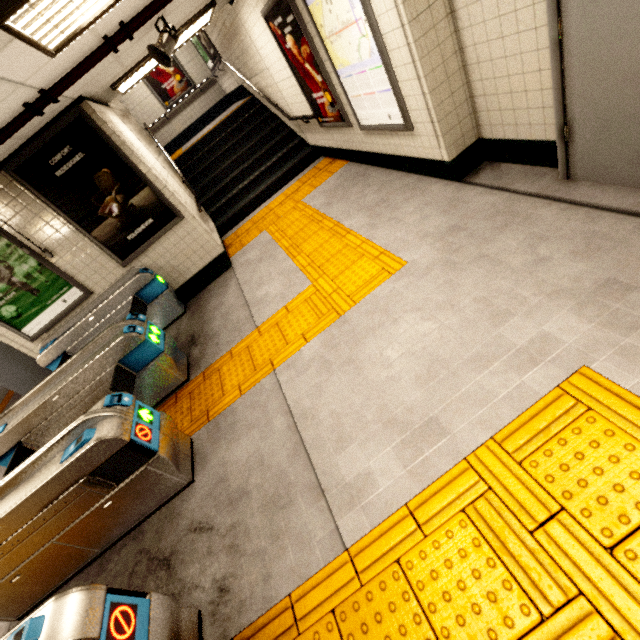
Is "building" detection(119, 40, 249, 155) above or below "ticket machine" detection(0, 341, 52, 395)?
above

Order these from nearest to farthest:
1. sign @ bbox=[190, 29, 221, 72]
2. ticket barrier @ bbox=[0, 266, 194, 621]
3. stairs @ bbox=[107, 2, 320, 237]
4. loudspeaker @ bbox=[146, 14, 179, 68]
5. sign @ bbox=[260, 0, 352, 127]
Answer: ticket barrier @ bbox=[0, 266, 194, 621]
loudspeaker @ bbox=[146, 14, 179, 68]
sign @ bbox=[260, 0, 352, 127]
stairs @ bbox=[107, 2, 320, 237]
sign @ bbox=[190, 29, 221, 72]

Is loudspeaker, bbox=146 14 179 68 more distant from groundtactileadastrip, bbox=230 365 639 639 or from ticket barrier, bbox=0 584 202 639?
ticket barrier, bbox=0 584 202 639

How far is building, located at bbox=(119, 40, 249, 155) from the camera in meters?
10.2 m

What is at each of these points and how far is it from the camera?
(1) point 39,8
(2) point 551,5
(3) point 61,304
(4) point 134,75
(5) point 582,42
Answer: (1) fluorescent light, 1.89m
(2) door frame, 2.15m
(3) sign, 5.13m
(4) fluorescent light, 5.03m
(5) door, 2.15m

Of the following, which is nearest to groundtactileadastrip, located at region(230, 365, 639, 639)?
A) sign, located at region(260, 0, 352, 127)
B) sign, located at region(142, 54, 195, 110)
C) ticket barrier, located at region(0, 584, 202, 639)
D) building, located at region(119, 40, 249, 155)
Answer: ticket barrier, located at region(0, 584, 202, 639)

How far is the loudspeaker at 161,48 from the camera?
3.70m

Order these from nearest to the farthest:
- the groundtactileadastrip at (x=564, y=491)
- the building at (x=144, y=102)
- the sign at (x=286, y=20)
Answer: the groundtactileadastrip at (x=564, y=491), the sign at (x=286, y=20), the building at (x=144, y=102)
